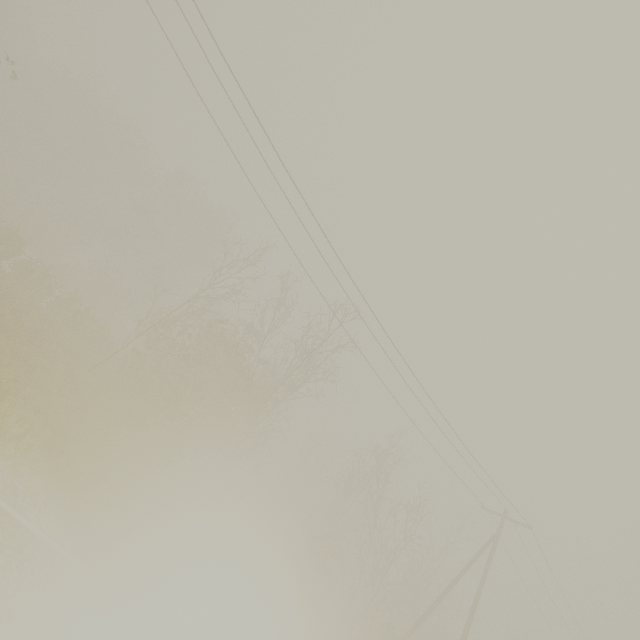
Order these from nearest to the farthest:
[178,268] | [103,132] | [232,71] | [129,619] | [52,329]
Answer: [129,619]
[232,71]
[52,329]
[103,132]
[178,268]
